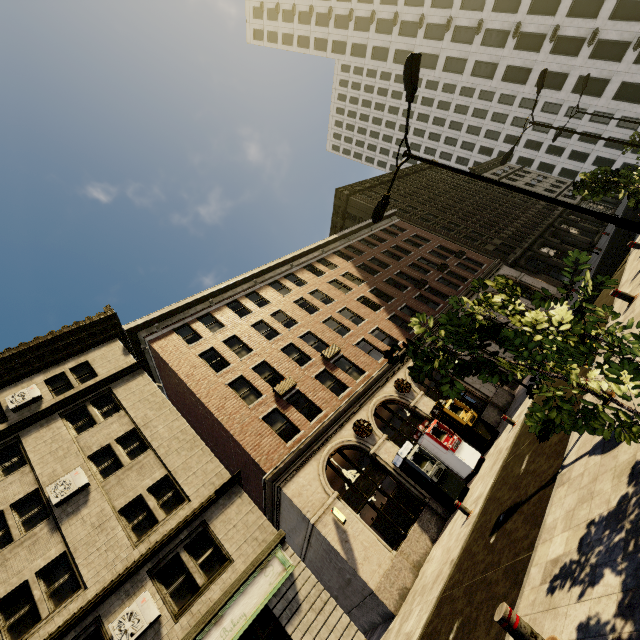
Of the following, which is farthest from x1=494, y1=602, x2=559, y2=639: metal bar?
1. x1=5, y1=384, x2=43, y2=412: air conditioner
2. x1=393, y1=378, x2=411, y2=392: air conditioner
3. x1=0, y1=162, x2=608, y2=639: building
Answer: x1=5, y1=384, x2=43, y2=412: air conditioner

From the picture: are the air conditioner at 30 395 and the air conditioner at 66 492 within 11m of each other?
yes

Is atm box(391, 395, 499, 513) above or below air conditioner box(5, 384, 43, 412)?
below

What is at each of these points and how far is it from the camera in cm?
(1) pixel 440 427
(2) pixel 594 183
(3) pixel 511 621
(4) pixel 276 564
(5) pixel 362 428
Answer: (1) atm, 1634
(2) tree, 1064
(3) metal bar, 371
(4) sign, 1230
(5) air conditioner, 1673

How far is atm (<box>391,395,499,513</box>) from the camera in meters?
14.2 m

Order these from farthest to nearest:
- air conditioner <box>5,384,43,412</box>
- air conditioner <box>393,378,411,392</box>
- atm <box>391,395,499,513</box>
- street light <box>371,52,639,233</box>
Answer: air conditioner <box>393,378,411,392</box>, air conditioner <box>5,384,43,412</box>, atm <box>391,395,499,513</box>, street light <box>371,52,639,233</box>

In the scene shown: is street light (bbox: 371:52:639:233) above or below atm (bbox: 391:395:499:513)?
above

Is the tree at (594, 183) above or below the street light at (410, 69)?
below
